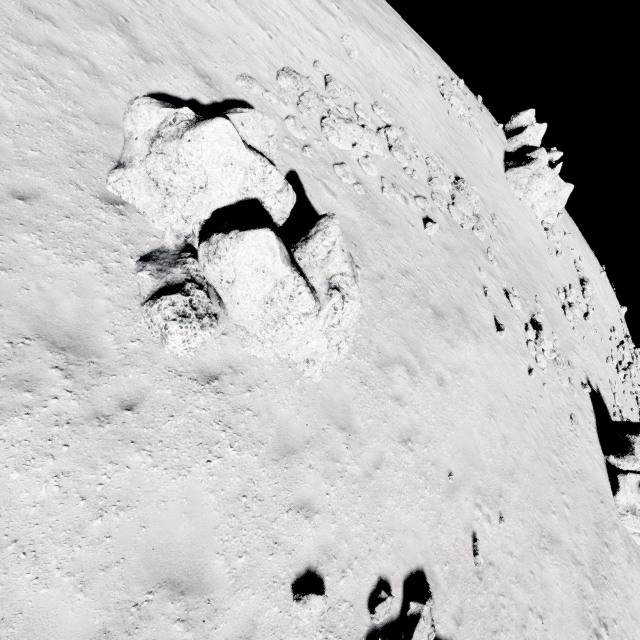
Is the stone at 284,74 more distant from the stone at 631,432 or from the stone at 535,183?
the stone at 631,432

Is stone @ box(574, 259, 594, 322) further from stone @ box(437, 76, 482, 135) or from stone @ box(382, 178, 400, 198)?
stone @ box(382, 178, 400, 198)

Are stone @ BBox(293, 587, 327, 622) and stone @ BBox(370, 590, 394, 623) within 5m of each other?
yes

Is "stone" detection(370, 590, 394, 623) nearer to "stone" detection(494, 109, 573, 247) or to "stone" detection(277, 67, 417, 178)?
"stone" detection(277, 67, 417, 178)

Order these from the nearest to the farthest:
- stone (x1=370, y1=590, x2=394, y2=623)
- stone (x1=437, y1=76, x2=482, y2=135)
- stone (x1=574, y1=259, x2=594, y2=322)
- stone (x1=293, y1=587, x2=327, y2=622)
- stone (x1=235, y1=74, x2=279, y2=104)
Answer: stone (x1=293, y1=587, x2=327, y2=622), stone (x1=370, y1=590, x2=394, y2=623), stone (x1=235, y1=74, x2=279, y2=104), stone (x1=437, y1=76, x2=482, y2=135), stone (x1=574, y1=259, x2=594, y2=322)

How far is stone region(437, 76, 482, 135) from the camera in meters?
22.9

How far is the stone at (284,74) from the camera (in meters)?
12.44

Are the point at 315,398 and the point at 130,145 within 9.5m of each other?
yes
